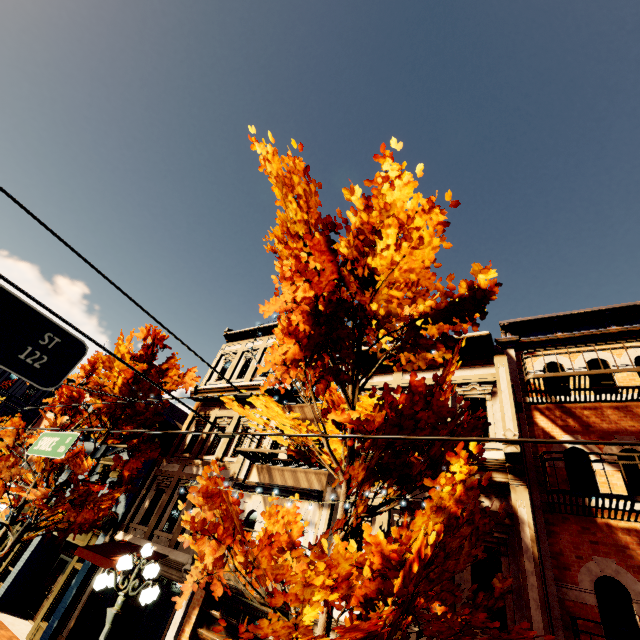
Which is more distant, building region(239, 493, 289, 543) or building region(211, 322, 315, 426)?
building region(211, 322, 315, 426)

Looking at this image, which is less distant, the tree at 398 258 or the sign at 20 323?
the sign at 20 323

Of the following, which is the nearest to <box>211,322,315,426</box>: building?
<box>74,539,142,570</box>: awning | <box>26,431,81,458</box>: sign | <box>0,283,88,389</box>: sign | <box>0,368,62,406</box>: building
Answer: <box>74,539,142,570</box>: awning

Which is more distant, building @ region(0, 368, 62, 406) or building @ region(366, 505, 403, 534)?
building @ region(0, 368, 62, 406)

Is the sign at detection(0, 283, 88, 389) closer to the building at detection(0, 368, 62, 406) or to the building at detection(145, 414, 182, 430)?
the building at detection(145, 414, 182, 430)

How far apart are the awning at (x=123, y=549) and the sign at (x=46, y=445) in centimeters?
564cm

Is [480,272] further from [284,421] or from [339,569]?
[284,421]

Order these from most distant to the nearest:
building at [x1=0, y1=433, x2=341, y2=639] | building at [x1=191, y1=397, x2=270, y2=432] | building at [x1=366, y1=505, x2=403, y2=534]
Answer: building at [x1=191, y1=397, x2=270, y2=432]
building at [x1=0, y1=433, x2=341, y2=639]
building at [x1=366, y1=505, x2=403, y2=534]
